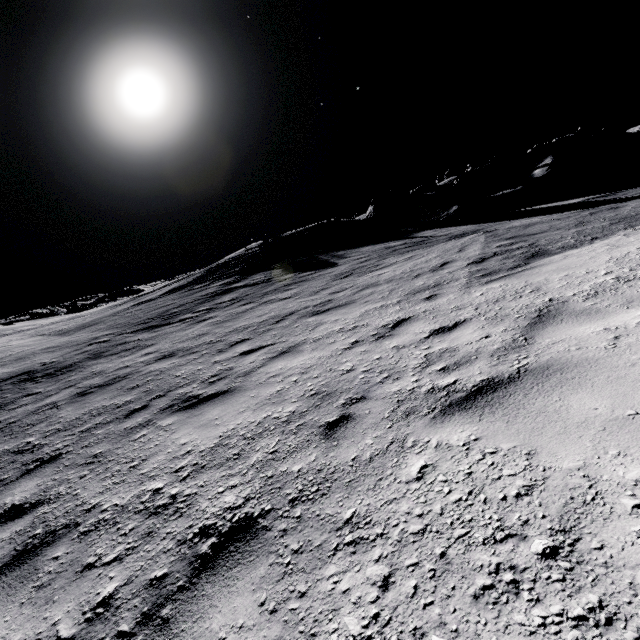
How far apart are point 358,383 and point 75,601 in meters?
3.0

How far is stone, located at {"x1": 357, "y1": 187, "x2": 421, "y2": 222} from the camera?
27.3m

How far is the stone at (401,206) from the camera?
27.28m
